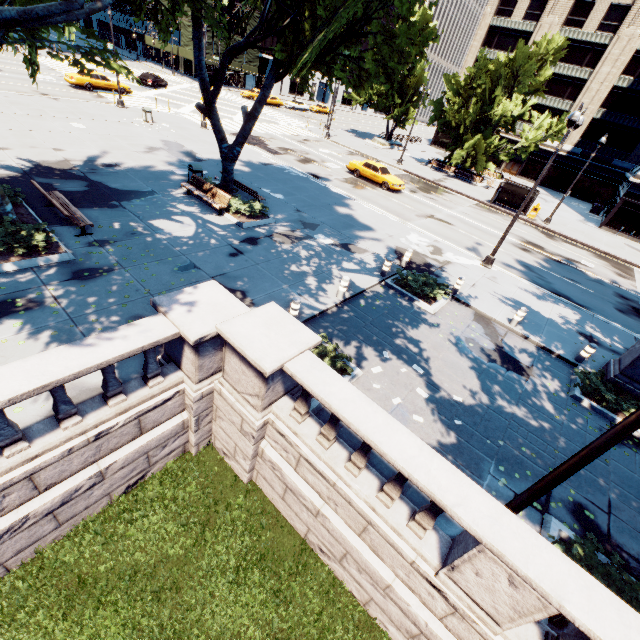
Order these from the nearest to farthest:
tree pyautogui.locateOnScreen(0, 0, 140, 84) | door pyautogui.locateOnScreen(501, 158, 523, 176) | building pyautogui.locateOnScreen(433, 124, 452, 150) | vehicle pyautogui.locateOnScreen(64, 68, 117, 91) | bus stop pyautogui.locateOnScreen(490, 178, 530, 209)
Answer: tree pyautogui.locateOnScreen(0, 0, 140, 84)
vehicle pyautogui.locateOnScreen(64, 68, 117, 91)
bus stop pyautogui.locateOnScreen(490, 178, 530, 209)
door pyautogui.locateOnScreen(501, 158, 523, 176)
building pyautogui.locateOnScreen(433, 124, 452, 150)

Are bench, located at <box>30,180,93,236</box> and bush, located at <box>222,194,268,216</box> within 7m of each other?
yes

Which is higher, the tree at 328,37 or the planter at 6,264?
the tree at 328,37

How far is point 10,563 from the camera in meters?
5.6

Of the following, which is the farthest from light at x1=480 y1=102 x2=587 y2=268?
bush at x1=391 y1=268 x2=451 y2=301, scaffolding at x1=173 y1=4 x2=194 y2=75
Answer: scaffolding at x1=173 y1=4 x2=194 y2=75

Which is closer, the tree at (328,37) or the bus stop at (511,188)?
the tree at (328,37)

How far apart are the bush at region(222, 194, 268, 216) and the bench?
5.7 meters

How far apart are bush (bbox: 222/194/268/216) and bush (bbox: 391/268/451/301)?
7.0 meters
